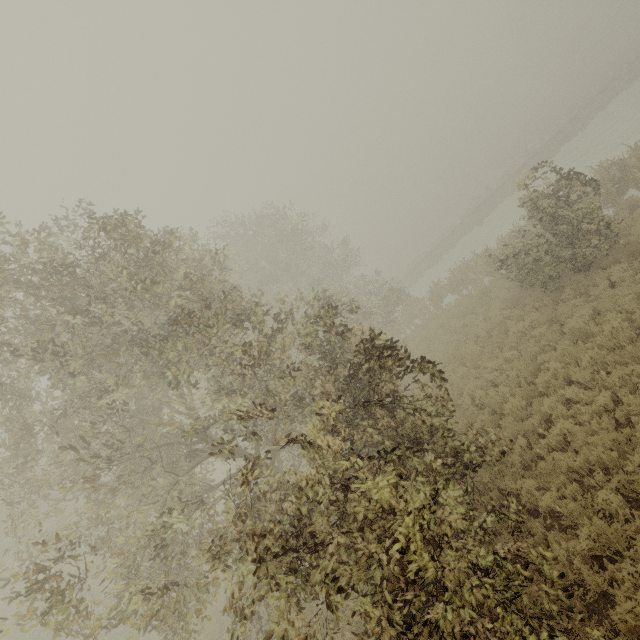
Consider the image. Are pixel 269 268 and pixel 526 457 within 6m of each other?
no
